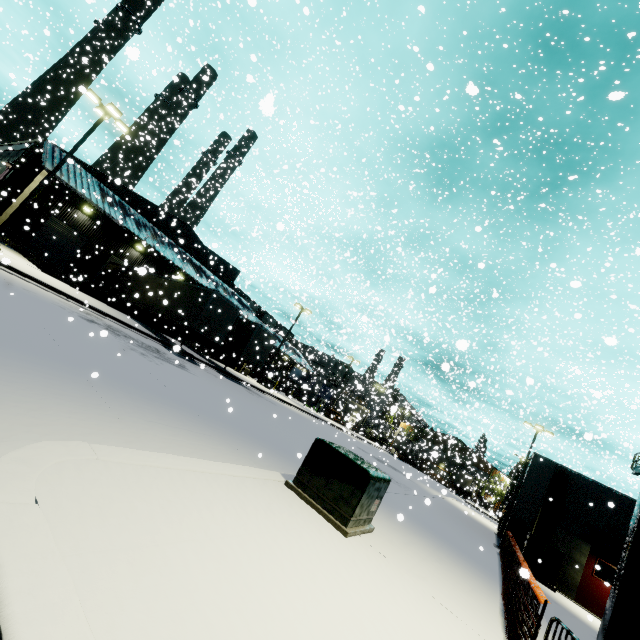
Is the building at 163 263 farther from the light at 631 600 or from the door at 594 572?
the light at 631 600

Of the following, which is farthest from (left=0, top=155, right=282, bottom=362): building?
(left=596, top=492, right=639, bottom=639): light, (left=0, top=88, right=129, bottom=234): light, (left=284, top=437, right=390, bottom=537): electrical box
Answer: (left=284, top=437, right=390, bottom=537): electrical box

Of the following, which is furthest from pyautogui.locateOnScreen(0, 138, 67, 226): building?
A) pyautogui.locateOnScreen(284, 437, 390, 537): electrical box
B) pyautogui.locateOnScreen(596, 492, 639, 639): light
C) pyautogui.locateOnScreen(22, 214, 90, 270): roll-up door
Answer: pyautogui.locateOnScreen(284, 437, 390, 537): electrical box

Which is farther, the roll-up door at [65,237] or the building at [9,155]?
the roll-up door at [65,237]

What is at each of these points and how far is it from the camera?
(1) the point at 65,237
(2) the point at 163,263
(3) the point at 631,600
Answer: (1) roll-up door, 26.22m
(2) building, 32.66m
(3) light, 2.37m

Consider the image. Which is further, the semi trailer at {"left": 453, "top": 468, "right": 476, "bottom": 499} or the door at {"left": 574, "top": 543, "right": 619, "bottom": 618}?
the semi trailer at {"left": 453, "top": 468, "right": 476, "bottom": 499}

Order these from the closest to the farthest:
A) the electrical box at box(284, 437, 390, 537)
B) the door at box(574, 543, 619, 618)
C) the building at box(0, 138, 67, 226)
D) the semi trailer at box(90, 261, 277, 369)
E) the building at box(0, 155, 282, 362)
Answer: the electrical box at box(284, 437, 390, 537)
the door at box(574, 543, 619, 618)
the building at box(0, 138, 67, 226)
the semi trailer at box(90, 261, 277, 369)
the building at box(0, 155, 282, 362)

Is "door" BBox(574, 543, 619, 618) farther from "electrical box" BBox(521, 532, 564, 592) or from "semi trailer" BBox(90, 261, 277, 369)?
"semi trailer" BBox(90, 261, 277, 369)
